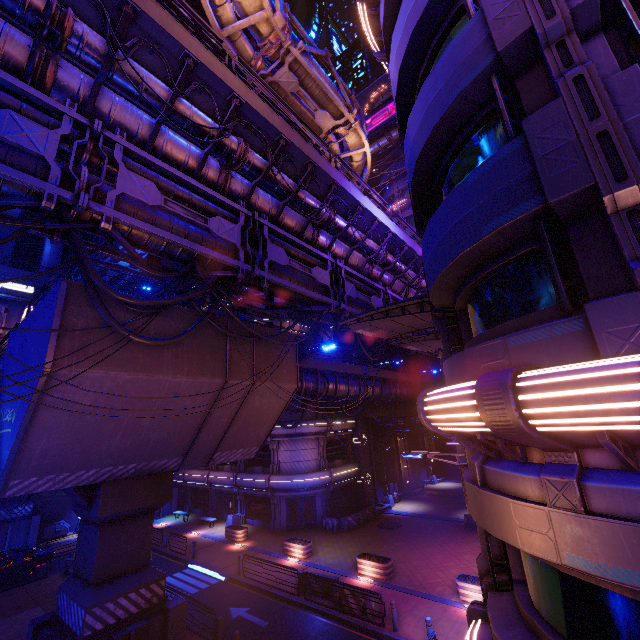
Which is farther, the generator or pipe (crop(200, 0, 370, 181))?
the generator

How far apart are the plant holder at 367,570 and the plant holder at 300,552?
4.1 meters

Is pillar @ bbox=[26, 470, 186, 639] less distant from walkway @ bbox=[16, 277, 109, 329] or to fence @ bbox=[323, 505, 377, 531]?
walkway @ bbox=[16, 277, 109, 329]

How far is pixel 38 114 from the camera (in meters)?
7.37

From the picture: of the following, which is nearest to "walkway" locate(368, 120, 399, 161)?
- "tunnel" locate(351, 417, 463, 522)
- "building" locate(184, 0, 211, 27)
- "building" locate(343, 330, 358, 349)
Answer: "building" locate(184, 0, 211, 27)

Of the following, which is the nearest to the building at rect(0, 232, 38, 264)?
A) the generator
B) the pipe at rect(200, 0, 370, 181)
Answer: the pipe at rect(200, 0, 370, 181)

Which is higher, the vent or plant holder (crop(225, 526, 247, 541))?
the vent

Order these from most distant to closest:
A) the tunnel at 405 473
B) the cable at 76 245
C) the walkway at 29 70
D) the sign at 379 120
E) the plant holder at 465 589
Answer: the sign at 379 120
the tunnel at 405 473
the plant holder at 465 589
the walkway at 29 70
the cable at 76 245
